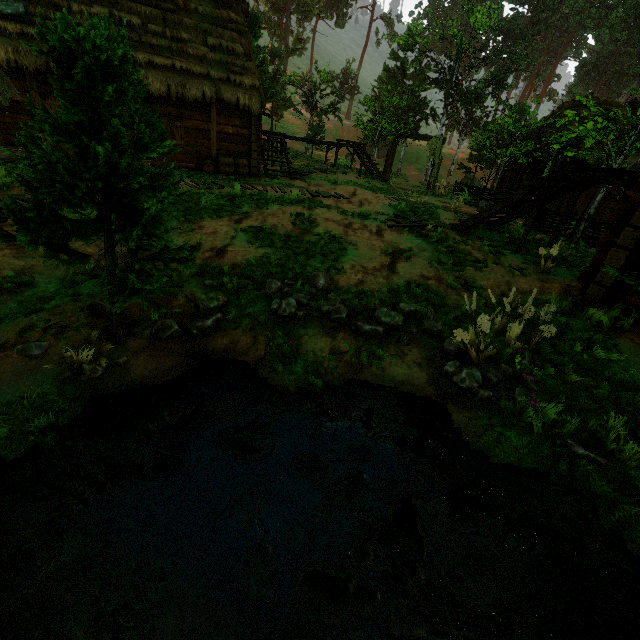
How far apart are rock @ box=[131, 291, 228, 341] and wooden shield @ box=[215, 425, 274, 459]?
0.8 meters

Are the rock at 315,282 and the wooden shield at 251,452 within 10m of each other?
yes

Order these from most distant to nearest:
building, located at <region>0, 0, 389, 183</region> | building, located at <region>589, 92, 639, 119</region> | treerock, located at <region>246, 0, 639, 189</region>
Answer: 1. treerock, located at <region>246, 0, 639, 189</region>
2. building, located at <region>589, 92, 639, 119</region>
3. building, located at <region>0, 0, 389, 183</region>

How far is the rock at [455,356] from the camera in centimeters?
452cm

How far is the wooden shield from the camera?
3.9m

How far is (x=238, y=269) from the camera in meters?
7.1

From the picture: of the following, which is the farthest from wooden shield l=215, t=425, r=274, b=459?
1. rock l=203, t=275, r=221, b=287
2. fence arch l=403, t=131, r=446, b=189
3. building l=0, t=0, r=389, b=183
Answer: fence arch l=403, t=131, r=446, b=189

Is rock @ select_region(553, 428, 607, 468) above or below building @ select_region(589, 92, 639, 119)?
below
